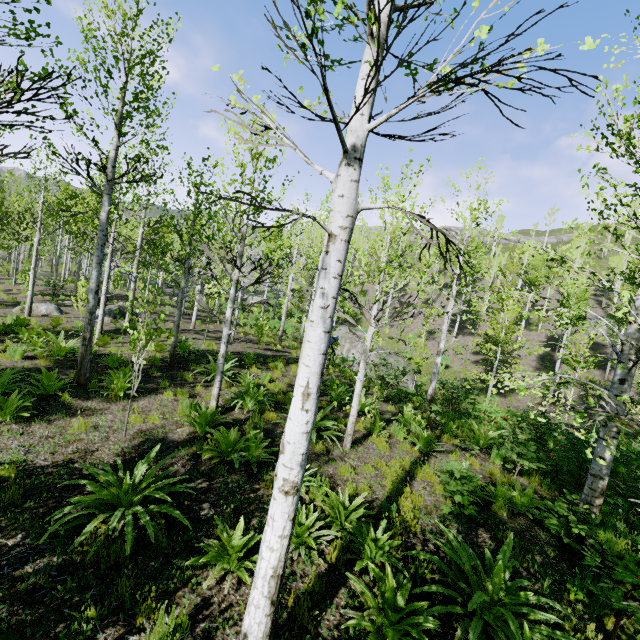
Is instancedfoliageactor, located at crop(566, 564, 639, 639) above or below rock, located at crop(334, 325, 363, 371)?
above

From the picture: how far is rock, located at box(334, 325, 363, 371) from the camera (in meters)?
24.04

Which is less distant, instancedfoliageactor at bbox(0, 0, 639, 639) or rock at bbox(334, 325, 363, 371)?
instancedfoliageactor at bbox(0, 0, 639, 639)

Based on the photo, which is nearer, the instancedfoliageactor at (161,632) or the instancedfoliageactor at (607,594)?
the instancedfoliageactor at (161,632)

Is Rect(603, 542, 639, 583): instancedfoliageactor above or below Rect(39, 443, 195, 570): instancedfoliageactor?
above

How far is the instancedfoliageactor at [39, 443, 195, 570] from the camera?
3.8 meters

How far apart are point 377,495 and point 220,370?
4.47m
